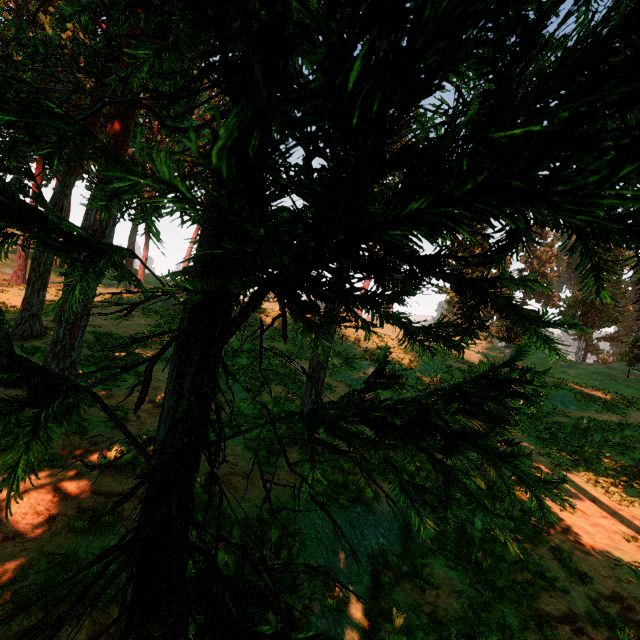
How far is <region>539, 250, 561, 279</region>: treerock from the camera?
58.65m

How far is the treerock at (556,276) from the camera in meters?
58.7

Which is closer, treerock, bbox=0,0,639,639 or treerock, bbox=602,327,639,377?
treerock, bbox=0,0,639,639

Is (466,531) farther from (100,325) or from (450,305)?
(450,305)

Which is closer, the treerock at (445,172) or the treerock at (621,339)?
the treerock at (445,172)

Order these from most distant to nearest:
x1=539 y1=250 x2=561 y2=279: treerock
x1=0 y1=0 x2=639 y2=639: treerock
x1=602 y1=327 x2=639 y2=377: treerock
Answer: x1=539 y1=250 x2=561 y2=279: treerock < x1=602 y1=327 x2=639 y2=377: treerock < x1=0 y1=0 x2=639 y2=639: treerock
